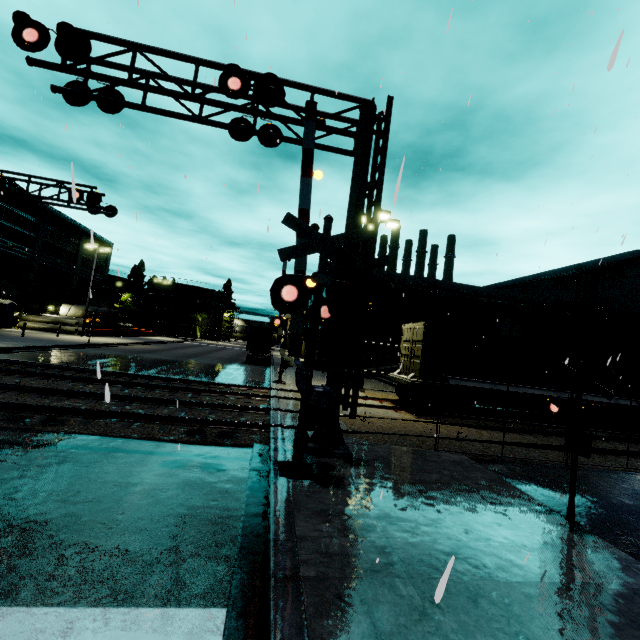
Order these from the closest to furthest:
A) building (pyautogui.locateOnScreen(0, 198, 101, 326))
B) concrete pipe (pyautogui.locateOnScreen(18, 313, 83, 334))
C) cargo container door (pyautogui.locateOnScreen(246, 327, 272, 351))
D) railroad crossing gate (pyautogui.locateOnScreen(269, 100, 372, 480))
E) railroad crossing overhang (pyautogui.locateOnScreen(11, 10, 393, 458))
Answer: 1. railroad crossing gate (pyautogui.locateOnScreen(269, 100, 372, 480))
2. railroad crossing overhang (pyautogui.locateOnScreen(11, 10, 393, 458))
3. cargo container door (pyautogui.locateOnScreen(246, 327, 272, 351))
4. building (pyautogui.locateOnScreen(0, 198, 101, 326))
5. concrete pipe (pyautogui.locateOnScreen(18, 313, 83, 334))

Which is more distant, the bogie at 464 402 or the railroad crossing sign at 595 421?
the bogie at 464 402

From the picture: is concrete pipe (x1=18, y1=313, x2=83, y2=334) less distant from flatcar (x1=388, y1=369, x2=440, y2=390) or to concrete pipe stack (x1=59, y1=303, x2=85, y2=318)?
concrete pipe stack (x1=59, y1=303, x2=85, y2=318)

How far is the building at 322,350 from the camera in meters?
31.3

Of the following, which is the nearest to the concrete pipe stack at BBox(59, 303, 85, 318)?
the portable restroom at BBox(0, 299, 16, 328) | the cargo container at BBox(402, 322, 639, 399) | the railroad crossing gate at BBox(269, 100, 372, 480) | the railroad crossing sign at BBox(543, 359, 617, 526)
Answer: the cargo container at BBox(402, 322, 639, 399)

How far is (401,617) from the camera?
3.12m

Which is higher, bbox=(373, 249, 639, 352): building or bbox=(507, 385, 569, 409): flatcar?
bbox=(373, 249, 639, 352): building

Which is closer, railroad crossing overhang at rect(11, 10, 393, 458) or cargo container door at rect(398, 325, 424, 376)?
railroad crossing overhang at rect(11, 10, 393, 458)
